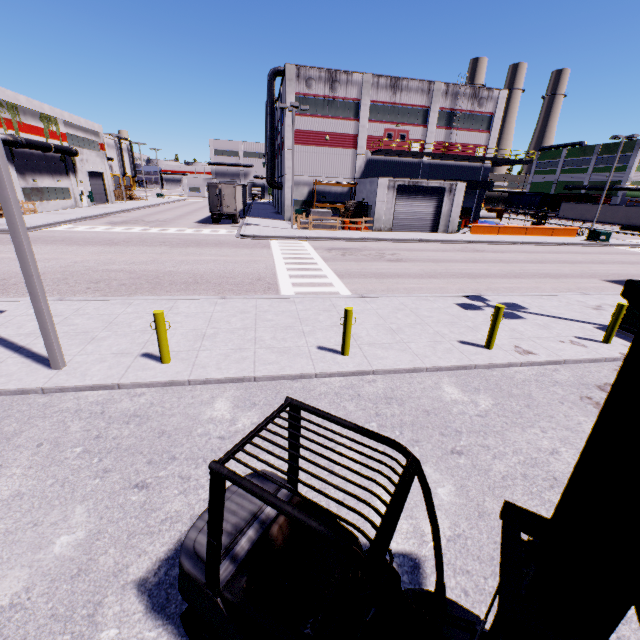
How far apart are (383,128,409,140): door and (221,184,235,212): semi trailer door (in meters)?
17.29

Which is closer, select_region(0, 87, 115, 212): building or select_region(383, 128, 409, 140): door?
select_region(0, 87, 115, 212): building

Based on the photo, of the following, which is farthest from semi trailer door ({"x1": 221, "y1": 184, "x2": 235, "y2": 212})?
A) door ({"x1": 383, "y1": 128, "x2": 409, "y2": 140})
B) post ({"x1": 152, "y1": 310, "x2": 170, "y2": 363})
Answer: post ({"x1": 152, "y1": 310, "x2": 170, "y2": 363})

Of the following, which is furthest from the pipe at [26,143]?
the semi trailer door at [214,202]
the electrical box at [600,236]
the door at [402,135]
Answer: the electrical box at [600,236]

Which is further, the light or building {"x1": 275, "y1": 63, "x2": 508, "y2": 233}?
building {"x1": 275, "y1": 63, "x2": 508, "y2": 233}

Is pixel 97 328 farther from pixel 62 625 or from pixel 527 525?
pixel 527 525

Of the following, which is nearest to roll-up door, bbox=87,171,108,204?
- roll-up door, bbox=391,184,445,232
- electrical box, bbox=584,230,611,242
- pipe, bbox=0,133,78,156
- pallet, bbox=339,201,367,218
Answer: pipe, bbox=0,133,78,156

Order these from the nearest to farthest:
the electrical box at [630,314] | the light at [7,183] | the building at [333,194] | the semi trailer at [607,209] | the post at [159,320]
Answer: the light at [7,183] → the post at [159,320] → the electrical box at [630,314] → the building at [333,194] → the semi trailer at [607,209]
